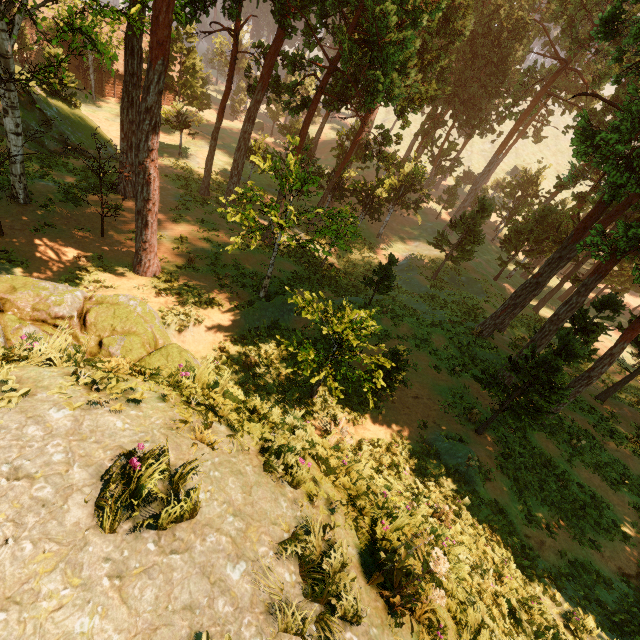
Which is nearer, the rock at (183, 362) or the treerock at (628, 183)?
the rock at (183, 362)

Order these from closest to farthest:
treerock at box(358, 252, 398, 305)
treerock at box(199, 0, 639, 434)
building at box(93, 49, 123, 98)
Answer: treerock at box(199, 0, 639, 434), treerock at box(358, 252, 398, 305), building at box(93, 49, 123, 98)

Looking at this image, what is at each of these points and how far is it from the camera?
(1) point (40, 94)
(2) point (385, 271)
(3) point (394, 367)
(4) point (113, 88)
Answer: (1) treerock, 24.41m
(2) treerock, 18.69m
(3) treerock, 14.05m
(4) building, 42.16m

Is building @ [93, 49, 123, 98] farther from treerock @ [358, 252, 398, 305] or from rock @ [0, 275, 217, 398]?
rock @ [0, 275, 217, 398]

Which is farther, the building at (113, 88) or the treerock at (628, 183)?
the building at (113, 88)
